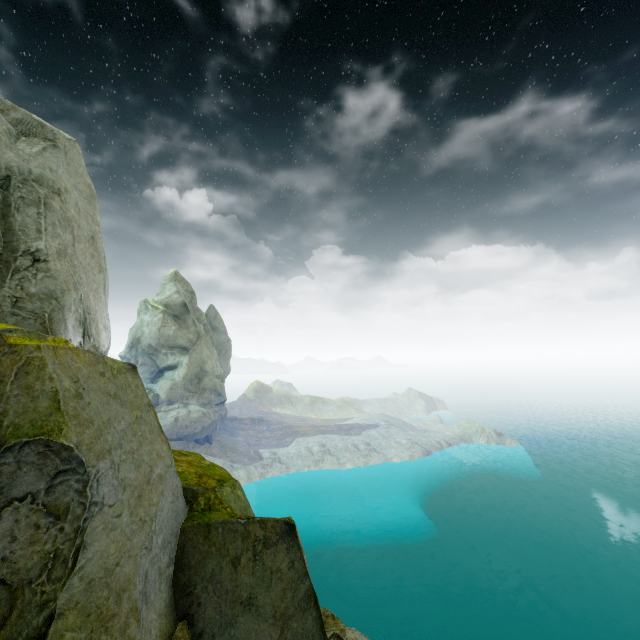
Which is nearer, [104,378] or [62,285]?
[104,378]
